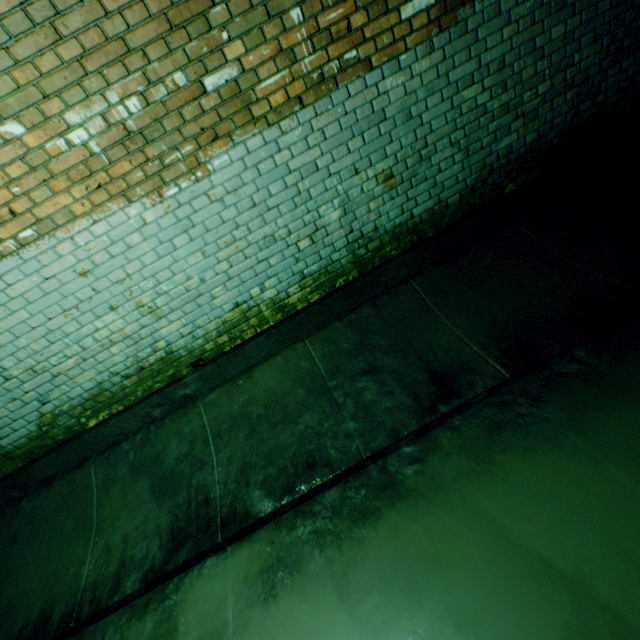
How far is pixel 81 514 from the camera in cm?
304
